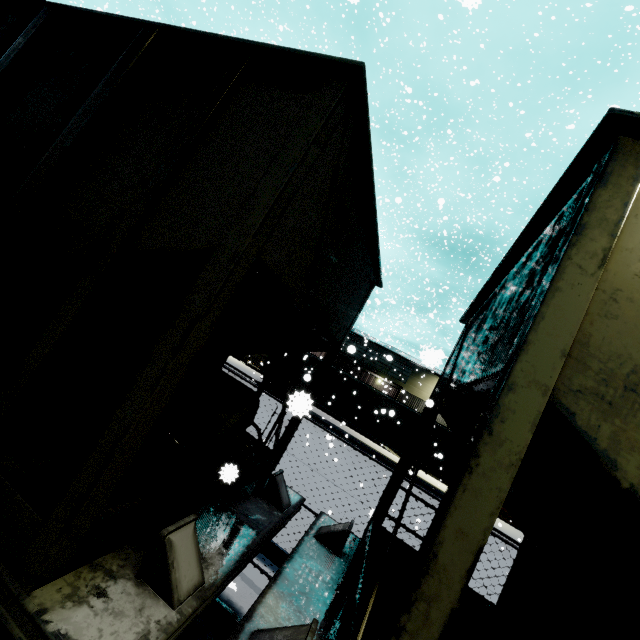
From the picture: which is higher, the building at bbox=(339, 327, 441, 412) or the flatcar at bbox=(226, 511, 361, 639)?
the building at bbox=(339, 327, 441, 412)

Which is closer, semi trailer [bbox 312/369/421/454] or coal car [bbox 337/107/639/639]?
coal car [bbox 337/107/639/639]

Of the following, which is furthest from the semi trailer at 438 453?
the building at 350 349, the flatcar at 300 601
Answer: the flatcar at 300 601

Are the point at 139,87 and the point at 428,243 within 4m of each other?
no

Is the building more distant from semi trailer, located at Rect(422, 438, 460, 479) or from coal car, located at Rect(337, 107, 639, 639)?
coal car, located at Rect(337, 107, 639, 639)

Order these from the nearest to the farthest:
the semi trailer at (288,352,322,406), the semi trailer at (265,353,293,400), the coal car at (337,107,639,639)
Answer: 1. the coal car at (337,107,639,639)
2. the semi trailer at (288,352,322,406)
3. the semi trailer at (265,353,293,400)

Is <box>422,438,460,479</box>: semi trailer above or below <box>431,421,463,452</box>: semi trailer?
below
